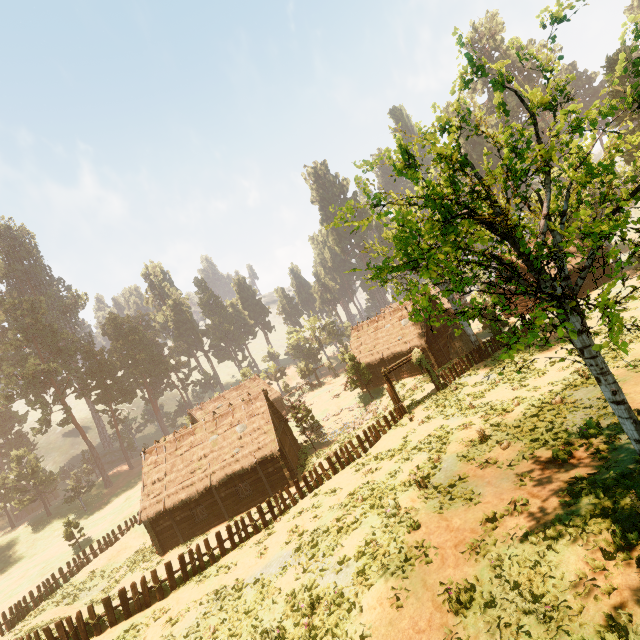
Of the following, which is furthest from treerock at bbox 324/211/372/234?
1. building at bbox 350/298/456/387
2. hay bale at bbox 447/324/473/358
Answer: hay bale at bbox 447/324/473/358

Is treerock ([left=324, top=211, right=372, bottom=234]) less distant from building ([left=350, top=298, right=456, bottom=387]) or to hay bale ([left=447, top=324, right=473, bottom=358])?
building ([left=350, top=298, right=456, bottom=387])

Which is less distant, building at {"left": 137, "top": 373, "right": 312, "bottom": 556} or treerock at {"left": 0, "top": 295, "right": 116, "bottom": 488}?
building at {"left": 137, "top": 373, "right": 312, "bottom": 556}

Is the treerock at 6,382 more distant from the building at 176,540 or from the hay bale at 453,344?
the hay bale at 453,344

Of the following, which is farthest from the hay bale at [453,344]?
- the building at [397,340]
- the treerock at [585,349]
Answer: the treerock at [585,349]

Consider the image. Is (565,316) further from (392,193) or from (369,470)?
(392,193)

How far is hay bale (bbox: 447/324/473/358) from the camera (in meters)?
31.70
